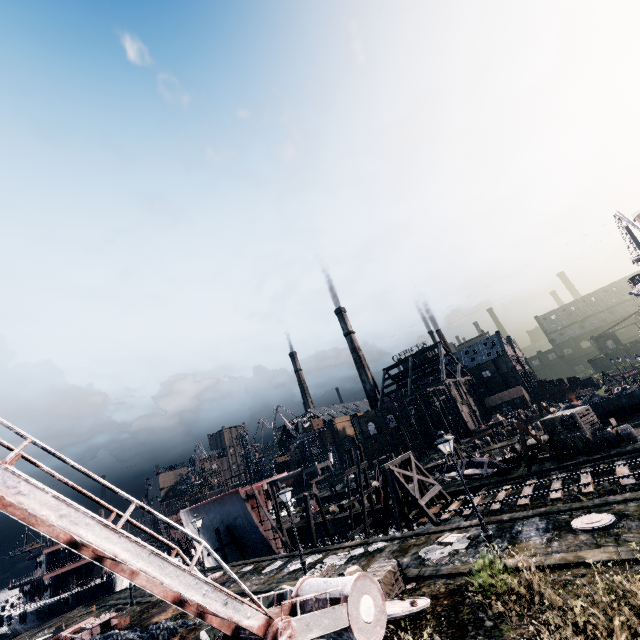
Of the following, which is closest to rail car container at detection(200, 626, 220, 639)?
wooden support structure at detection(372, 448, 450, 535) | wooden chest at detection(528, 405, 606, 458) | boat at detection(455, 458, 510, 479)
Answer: wooden support structure at detection(372, 448, 450, 535)

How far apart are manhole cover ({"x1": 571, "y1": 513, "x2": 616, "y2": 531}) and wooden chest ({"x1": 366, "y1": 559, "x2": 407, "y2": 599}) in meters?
8.2

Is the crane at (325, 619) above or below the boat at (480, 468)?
above

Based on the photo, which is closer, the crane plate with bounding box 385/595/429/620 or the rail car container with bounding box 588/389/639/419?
the crane plate with bounding box 385/595/429/620

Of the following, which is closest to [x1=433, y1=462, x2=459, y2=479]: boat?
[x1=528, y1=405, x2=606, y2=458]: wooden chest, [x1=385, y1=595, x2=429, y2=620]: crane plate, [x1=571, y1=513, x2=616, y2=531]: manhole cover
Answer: [x1=528, y1=405, x2=606, y2=458]: wooden chest

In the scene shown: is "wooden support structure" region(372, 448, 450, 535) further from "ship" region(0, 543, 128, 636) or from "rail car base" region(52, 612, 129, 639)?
"ship" region(0, 543, 128, 636)

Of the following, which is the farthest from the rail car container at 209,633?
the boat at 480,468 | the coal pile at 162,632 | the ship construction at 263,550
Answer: the boat at 480,468

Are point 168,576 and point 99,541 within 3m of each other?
yes
